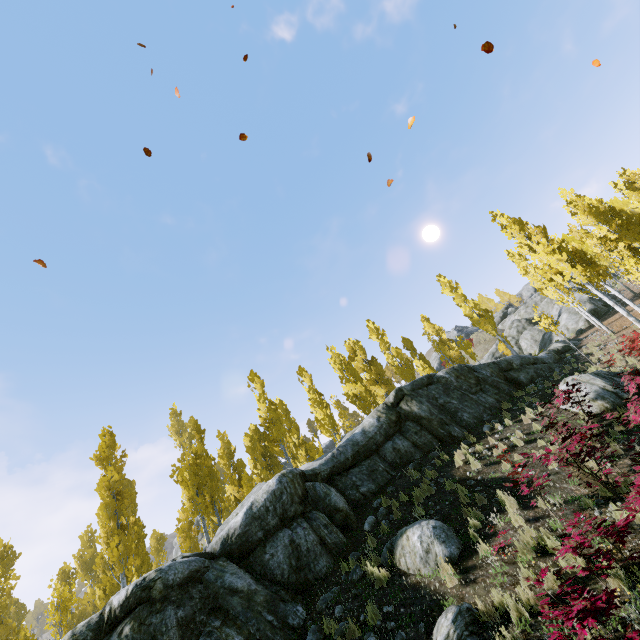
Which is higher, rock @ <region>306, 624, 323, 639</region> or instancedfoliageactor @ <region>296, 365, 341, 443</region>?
instancedfoliageactor @ <region>296, 365, 341, 443</region>

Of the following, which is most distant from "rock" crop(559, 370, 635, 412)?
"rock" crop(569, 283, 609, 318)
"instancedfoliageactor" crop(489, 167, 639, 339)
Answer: "rock" crop(569, 283, 609, 318)

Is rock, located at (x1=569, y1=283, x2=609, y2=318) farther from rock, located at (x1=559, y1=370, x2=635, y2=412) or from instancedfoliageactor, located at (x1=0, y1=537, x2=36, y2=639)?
rock, located at (x1=559, y1=370, x2=635, y2=412)

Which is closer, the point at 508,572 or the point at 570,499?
the point at 508,572

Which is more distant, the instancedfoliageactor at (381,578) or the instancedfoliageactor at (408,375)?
the instancedfoliageactor at (408,375)

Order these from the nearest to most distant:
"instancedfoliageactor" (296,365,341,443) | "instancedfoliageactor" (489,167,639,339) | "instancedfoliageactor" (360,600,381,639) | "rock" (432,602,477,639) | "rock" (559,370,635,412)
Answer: "rock" (432,602,477,639) < "instancedfoliageactor" (360,600,381,639) < "rock" (559,370,635,412) < "instancedfoliageactor" (489,167,639,339) < "instancedfoliageactor" (296,365,341,443)

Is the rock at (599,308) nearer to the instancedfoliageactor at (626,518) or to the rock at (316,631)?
the instancedfoliageactor at (626,518)
